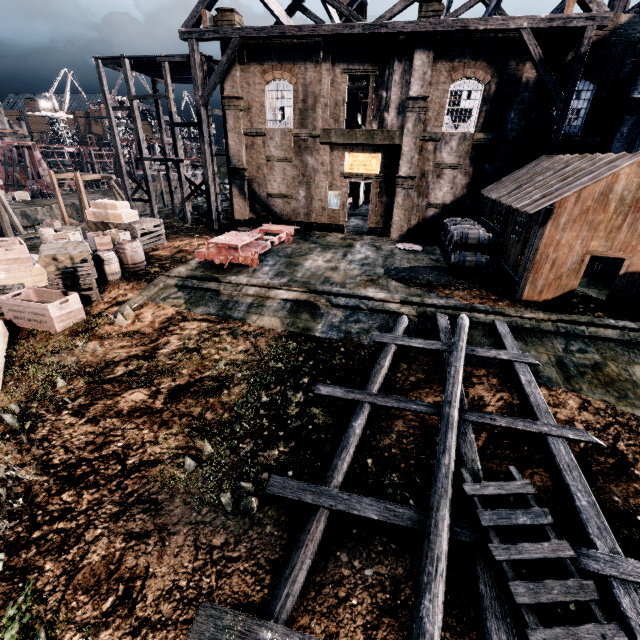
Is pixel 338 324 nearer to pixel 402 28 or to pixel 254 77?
pixel 402 28

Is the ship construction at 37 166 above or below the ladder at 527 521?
above

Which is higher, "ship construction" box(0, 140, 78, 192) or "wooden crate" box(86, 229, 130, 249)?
"ship construction" box(0, 140, 78, 192)

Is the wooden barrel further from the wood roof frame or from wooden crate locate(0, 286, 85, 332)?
wooden crate locate(0, 286, 85, 332)

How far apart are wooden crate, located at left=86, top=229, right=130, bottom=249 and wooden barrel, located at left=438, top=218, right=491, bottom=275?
16.87m

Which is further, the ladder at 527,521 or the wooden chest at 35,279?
the wooden chest at 35,279

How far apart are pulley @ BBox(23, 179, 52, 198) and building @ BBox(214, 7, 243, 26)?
39.67m

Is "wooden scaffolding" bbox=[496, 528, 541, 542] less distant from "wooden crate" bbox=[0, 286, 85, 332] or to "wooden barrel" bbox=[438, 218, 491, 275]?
"wooden barrel" bbox=[438, 218, 491, 275]
